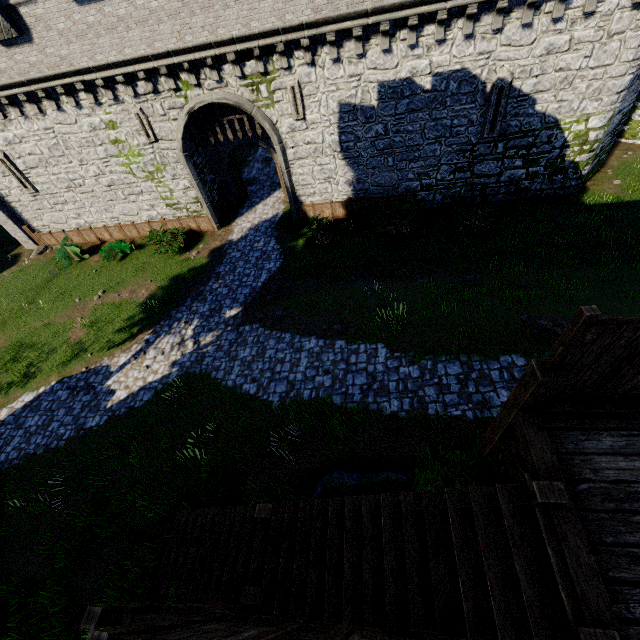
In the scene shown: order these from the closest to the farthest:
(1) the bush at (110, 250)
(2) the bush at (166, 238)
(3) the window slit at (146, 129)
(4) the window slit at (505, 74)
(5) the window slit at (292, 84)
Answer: (4) the window slit at (505, 74)
(5) the window slit at (292, 84)
(3) the window slit at (146, 129)
(2) the bush at (166, 238)
(1) the bush at (110, 250)

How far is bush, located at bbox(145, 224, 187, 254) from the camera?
17.8m

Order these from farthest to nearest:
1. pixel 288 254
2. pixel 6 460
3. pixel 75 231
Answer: pixel 75 231
pixel 288 254
pixel 6 460

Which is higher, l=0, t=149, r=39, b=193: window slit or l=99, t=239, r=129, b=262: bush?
l=0, t=149, r=39, b=193: window slit

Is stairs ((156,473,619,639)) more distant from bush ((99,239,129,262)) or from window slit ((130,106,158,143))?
window slit ((130,106,158,143))

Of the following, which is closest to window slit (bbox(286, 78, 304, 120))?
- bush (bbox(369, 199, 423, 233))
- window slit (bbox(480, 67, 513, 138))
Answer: bush (bbox(369, 199, 423, 233))

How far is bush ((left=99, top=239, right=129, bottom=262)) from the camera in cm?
1852

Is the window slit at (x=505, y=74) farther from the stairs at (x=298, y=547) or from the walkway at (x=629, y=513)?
the stairs at (x=298, y=547)
